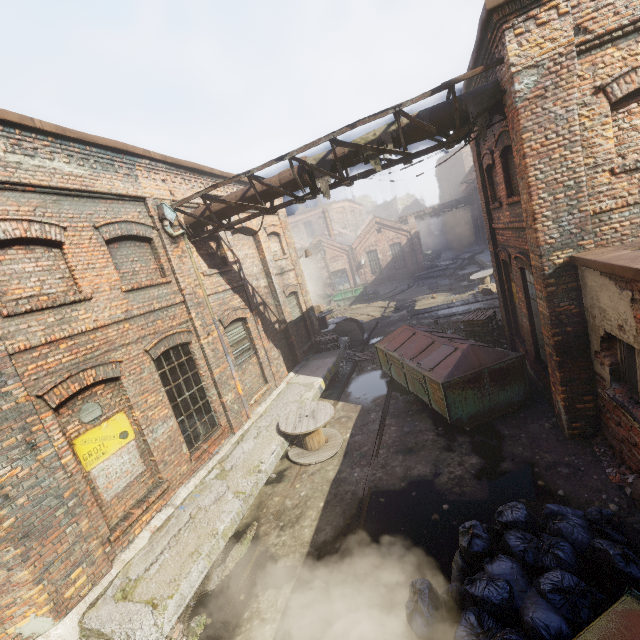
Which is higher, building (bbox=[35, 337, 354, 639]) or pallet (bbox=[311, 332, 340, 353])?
pallet (bbox=[311, 332, 340, 353])

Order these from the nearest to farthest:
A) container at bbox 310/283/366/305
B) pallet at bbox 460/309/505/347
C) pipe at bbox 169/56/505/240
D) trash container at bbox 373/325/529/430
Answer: pipe at bbox 169/56/505/240
trash container at bbox 373/325/529/430
pallet at bbox 460/309/505/347
container at bbox 310/283/366/305

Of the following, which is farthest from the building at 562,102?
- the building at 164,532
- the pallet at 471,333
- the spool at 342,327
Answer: the spool at 342,327

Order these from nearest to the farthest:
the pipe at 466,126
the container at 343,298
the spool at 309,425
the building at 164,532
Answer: the building at 164,532, the pipe at 466,126, the spool at 309,425, the container at 343,298

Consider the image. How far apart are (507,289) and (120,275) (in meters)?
10.55

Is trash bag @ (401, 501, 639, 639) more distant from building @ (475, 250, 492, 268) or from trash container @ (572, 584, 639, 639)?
building @ (475, 250, 492, 268)

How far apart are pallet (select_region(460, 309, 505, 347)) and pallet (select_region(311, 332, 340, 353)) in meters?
5.2

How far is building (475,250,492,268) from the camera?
23.0 meters
